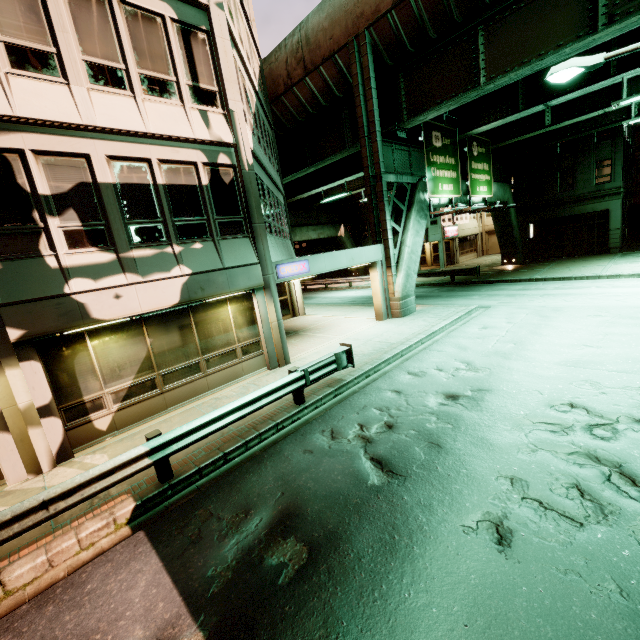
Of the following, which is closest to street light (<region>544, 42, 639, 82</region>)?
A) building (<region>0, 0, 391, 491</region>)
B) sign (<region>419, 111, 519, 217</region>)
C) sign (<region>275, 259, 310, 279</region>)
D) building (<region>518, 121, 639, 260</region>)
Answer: sign (<region>419, 111, 519, 217</region>)

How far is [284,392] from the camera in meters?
7.9 m

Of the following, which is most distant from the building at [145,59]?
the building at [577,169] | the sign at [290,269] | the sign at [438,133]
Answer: the building at [577,169]

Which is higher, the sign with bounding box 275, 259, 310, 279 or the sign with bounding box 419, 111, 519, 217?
the sign with bounding box 419, 111, 519, 217

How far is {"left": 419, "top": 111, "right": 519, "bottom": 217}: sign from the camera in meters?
16.5

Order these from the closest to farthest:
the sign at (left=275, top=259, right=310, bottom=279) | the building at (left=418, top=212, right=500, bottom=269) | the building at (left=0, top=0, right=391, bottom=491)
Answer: the building at (left=0, top=0, right=391, bottom=491) → the sign at (left=275, top=259, right=310, bottom=279) → the building at (left=418, top=212, right=500, bottom=269)

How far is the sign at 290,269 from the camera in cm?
1140

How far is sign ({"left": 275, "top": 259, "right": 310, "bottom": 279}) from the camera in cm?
1140
